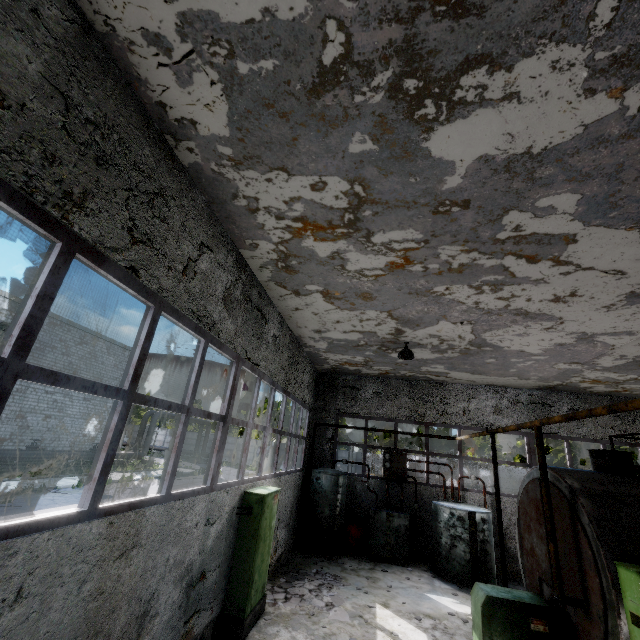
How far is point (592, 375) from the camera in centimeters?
1105cm

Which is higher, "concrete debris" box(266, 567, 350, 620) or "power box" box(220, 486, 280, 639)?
"power box" box(220, 486, 280, 639)

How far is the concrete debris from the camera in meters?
7.6

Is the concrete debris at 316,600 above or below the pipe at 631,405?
Result: below

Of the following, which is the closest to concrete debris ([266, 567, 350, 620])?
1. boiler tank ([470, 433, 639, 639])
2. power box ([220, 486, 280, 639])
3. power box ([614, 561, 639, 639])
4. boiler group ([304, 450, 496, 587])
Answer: power box ([220, 486, 280, 639])

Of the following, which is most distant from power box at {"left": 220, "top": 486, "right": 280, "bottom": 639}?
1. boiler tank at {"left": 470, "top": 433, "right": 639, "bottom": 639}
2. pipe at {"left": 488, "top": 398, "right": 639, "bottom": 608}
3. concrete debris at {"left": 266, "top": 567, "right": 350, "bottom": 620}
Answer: pipe at {"left": 488, "top": 398, "right": 639, "bottom": 608}

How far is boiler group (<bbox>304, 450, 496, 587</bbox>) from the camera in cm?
1043

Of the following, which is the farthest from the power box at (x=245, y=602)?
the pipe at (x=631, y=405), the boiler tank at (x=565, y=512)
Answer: the pipe at (x=631, y=405)
